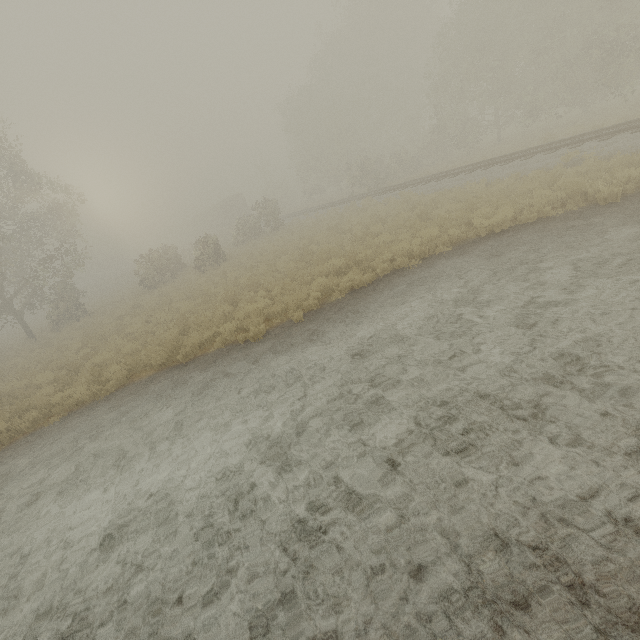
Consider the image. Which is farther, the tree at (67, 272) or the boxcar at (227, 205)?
the boxcar at (227, 205)

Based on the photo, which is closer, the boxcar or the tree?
the tree

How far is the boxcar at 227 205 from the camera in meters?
48.7 m

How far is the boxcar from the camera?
48.72m

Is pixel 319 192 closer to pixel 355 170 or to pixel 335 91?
pixel 335 91
